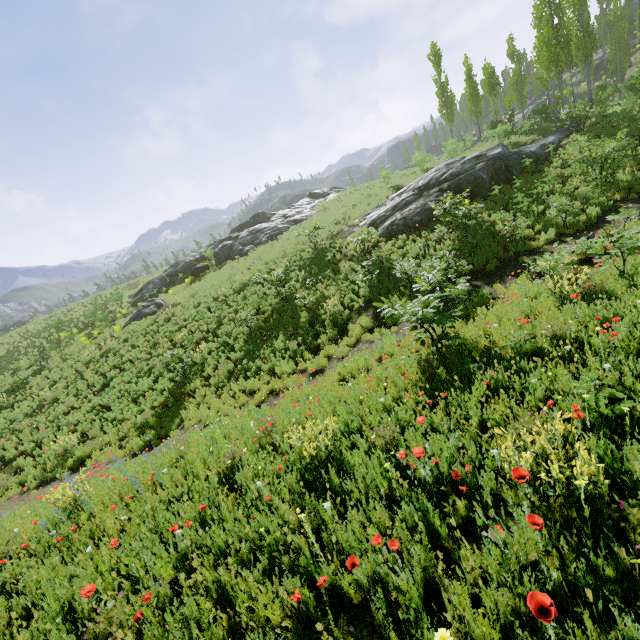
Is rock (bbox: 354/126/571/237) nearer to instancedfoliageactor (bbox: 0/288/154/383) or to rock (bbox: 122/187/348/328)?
instancedfoliageactor (bbox: 0/288/154/383)

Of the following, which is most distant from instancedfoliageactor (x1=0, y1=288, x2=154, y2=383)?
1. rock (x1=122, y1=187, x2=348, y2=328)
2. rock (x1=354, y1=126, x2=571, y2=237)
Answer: rock (x1=122, y1=187, x2=348, y2=328)

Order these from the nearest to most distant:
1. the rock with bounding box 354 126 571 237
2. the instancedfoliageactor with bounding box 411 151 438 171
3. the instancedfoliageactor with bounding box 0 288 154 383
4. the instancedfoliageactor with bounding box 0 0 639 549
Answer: the instancedfoliageactor with bounding box 0 0 639 549
the rock with bounding box 354 126 571 237
the instancedfoliageactor with bounding box 0 288 154 383
the instancedfoliageactor with bounding box 411 151 438 171

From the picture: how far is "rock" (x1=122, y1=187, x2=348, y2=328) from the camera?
27.8m

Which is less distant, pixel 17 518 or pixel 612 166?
pixel 17 518

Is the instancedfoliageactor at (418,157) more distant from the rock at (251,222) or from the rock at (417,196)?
the rock at (251,222)

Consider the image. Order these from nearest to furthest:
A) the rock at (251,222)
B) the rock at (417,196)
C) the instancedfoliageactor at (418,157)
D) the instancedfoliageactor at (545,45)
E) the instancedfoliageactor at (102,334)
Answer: the instancedfoliageactor at (545,45) < the rock at (417,196) < the instancedfoliageactor at (102,334) < the instancedfoliageactor at (418,157) < the rock at (251,222)
